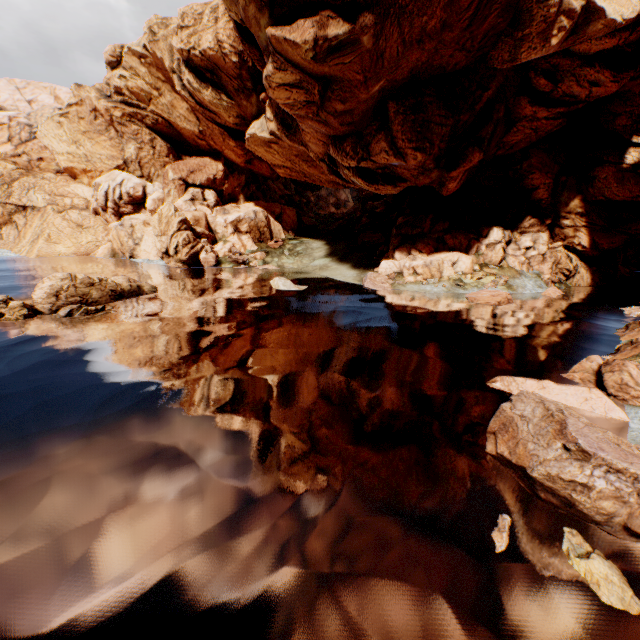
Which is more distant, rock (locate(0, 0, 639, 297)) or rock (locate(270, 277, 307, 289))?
rock (locate(270, 277, 307, 289))

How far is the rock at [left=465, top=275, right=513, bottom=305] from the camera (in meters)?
29.25

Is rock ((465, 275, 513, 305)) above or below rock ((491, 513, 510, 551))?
above

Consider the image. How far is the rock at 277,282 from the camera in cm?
3288

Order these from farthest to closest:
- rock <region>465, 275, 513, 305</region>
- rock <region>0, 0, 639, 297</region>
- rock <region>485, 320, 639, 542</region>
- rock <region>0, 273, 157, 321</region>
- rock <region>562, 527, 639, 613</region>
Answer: rock <region>465, 275, 513, 305</region> < rock <region>0, 0, 639, 297</region> < rock <region>0, 273, 157, 321</region> < rock <region>485, 320, 639, 542</region> < rock <region>562, 527, 639, 613</region>

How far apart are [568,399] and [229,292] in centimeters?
2666cm
